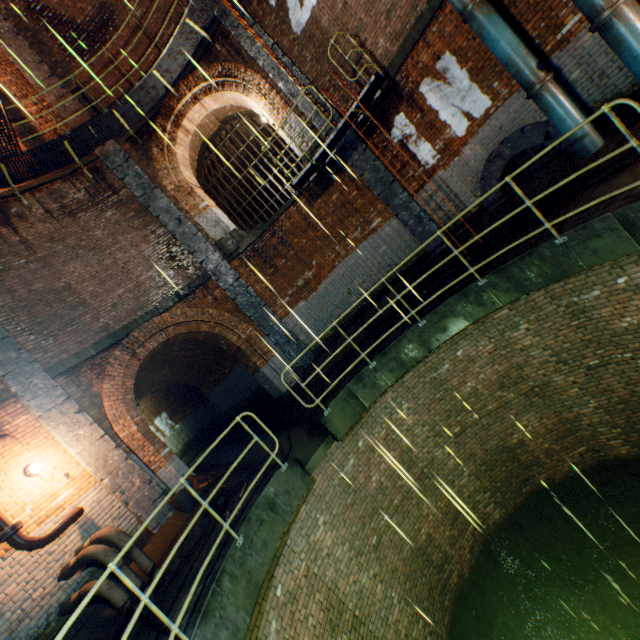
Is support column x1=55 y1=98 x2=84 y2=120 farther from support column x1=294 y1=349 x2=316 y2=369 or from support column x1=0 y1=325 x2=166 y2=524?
support column x1=0 y1=325 x2=166 y2=524

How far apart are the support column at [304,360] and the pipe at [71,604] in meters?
5.7

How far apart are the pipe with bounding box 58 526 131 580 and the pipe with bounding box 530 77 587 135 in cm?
1131

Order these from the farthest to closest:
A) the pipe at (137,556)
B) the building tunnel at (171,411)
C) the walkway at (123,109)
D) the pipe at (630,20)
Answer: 1. the building tunnel at (171,411)
2. the walkway at (123,109)
3. the pipe at (137,556)
4. the pipe at (630,20)

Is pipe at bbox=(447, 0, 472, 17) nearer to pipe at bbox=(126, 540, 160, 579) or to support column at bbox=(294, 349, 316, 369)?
support column at bbox=(294, 349, 316, 369)

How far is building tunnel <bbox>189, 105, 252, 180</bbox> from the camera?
11.91m

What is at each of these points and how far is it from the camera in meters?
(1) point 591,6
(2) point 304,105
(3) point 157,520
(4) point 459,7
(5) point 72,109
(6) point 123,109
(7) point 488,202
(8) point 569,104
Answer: (1) pipe, 5.1 m
(2) support column, 9.2 m
(3) support column, 7.1 m
(4) pipe, 6.3 m
(5) support column, 9.7 m
(6) walkway, 9.4 m
(7) sewerage pipe, 8.3 m
(8) pipe, 6.2 m

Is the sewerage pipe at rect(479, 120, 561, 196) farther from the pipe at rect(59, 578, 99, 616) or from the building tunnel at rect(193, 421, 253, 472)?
the pipe at rect(59, 578, 99, 616)
